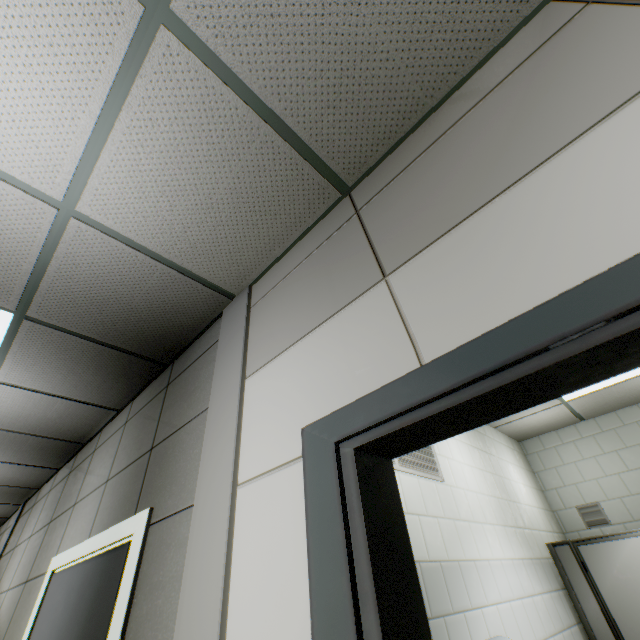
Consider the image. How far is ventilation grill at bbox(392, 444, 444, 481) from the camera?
2.30m

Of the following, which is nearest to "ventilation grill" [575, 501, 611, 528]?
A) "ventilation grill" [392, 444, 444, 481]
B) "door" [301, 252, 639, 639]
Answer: "ventilation grill" [392, 444, 444, 481]

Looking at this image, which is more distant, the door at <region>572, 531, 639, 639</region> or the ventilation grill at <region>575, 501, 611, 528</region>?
the ventilation grill at <region>575, 501, 611, 528</region>

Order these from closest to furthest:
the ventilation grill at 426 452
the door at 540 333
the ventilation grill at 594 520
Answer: the door at 540 333, the ventilation grill at 426 452, the ventilation grill at 594 520

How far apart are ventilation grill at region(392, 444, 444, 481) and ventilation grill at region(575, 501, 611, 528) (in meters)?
3.03

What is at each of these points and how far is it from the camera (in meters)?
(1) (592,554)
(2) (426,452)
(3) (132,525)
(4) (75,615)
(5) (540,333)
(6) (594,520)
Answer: (1) door, 3.09
(2) ventilation grill, 2.66
(3) doorway, 1.82
(4) door, 1.89
(5) door, 0.71
(6) ventilation grill, 4.02

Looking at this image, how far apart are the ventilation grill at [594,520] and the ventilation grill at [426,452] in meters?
3.0 m

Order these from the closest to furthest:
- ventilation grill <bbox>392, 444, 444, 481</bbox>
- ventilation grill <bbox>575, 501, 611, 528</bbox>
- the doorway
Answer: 1. the doorway
2. ventilation grill <bbox>392, 444, 444, 481</bbox>
3. ventilation grill <bbox>575, 501, 611, 528</bbox>
